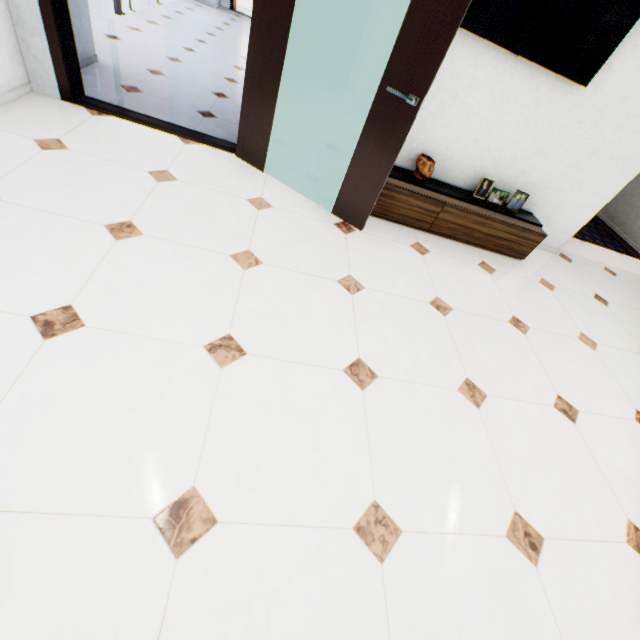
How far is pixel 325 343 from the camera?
1.9 meters

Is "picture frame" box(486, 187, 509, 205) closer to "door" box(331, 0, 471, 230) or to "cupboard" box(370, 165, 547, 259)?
"cupboard" box(370, 165, 547, 259)

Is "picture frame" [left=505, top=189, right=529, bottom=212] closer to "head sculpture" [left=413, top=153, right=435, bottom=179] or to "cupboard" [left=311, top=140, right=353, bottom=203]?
"cupboard" [left=311, top=140, right=353, bottom=203]

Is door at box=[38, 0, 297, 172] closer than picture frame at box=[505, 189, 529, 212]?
Yes

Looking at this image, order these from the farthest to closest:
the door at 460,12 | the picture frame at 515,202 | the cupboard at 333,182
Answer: the picture frame at 515,202 < the cupboard at 333,182 < the door at 460,12

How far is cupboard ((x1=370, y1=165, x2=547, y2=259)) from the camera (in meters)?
2.97

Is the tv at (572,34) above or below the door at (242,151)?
above

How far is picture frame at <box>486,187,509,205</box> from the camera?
3.26m
